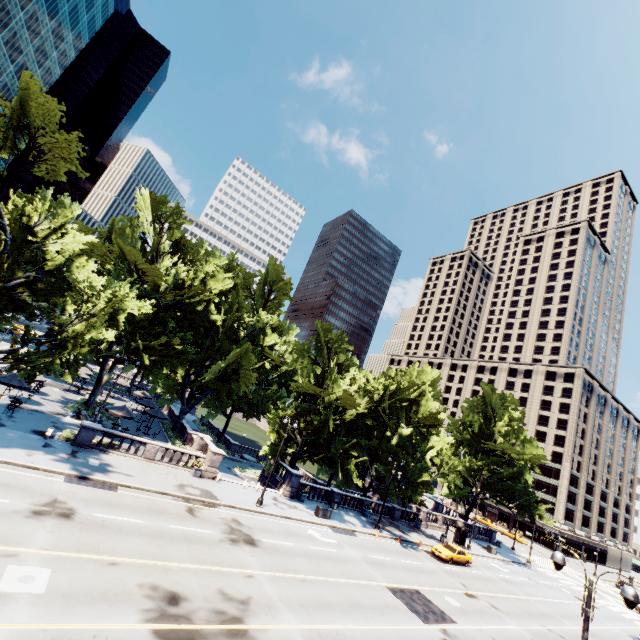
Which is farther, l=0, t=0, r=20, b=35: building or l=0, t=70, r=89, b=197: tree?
l=0, t=0, r=20, b=35: building

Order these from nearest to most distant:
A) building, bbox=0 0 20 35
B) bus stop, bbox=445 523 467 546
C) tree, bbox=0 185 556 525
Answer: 1. tree, bbox=0 185 556 525
2. bus stop, bbox=445 523 467 546
3. building, bbox=0 0 20 35

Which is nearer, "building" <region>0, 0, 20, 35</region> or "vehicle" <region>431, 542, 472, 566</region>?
"vehicle" <region>431, 542, 472, 566</region>

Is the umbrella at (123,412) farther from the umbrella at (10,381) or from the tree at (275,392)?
the umbrella at (10,381)

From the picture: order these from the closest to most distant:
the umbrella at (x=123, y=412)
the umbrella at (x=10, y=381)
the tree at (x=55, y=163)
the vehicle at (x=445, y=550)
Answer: the tree at (x=55, y=163), the umbrella at (x=10, y=381), the umbrella at (x=123, y=412), the vehicle at (x=445, y=550)

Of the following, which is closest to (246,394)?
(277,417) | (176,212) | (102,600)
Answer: (277,417)

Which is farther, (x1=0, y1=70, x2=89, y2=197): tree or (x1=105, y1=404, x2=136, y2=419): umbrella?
(x1=105, y1=404, x2=136, y2=419): umbrella

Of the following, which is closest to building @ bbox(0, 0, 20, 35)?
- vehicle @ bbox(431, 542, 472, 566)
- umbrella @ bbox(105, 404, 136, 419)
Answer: umbrella @ bbox(105, 404, 136, 419)
